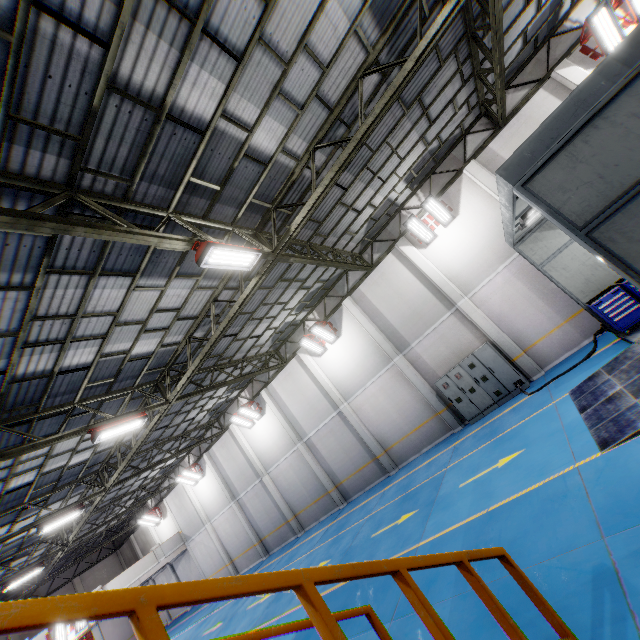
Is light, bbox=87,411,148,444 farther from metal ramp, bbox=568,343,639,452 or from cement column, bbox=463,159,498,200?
cement column, bbox=463,159,498,200

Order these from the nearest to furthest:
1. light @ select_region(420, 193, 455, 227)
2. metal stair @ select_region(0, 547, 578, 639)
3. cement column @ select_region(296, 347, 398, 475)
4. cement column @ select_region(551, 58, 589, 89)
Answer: metal stair @ select_region(0, 547, 578, 639) < cement column @ select_region(551, 58, 589, 89) < light @ select_region(420, 193, 455, 227) < cement column @ select_region(296, 347, 398, 475)

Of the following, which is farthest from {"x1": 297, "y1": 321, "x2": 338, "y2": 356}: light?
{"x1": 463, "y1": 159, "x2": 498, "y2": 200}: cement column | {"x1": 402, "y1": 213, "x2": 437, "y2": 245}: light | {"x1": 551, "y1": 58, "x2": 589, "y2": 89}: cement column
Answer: {"x1": 551, "y1": 58, "x2": 589, "y2": 89}: cement column

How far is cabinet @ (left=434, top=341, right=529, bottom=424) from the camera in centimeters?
1262cm

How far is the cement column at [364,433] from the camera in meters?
16.0

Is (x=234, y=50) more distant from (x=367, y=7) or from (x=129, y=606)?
(x=129, y=606)

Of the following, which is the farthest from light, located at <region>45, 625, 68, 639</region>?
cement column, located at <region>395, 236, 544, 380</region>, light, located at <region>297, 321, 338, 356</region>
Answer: cement column, located at <region>395, 236, 544, 380</region>

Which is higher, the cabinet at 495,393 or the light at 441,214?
the light at 441,214
